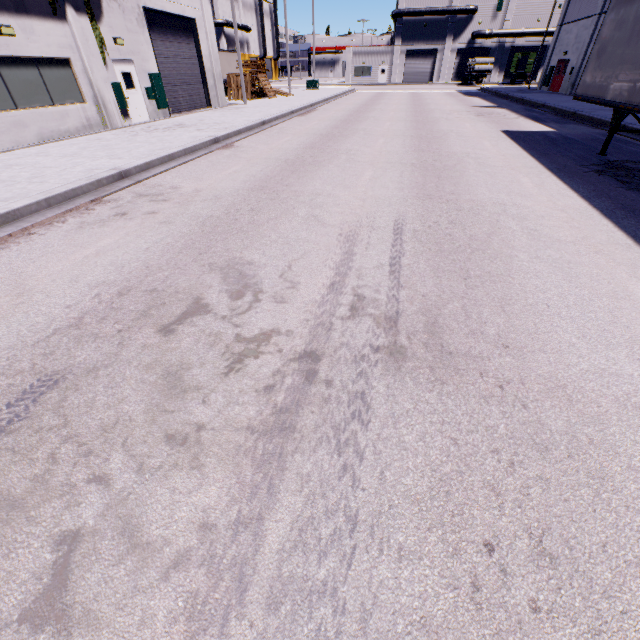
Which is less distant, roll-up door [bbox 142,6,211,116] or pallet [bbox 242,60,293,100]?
roll-up door [bbox 142,6,211,116]

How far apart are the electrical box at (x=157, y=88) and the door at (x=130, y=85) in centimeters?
82cm

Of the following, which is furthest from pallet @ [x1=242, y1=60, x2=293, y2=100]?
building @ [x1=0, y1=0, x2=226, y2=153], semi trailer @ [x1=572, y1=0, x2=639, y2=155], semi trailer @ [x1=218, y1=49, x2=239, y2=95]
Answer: semi trailer @ [x1=572, y1=0, x2=639, y2=155]

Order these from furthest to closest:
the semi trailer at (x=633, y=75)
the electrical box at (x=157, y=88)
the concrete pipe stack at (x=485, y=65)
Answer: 1. the concrete pipe stack at (x=485, y=65)
2. the electrical box at (x=157, y=88)
3. the semi trailer at (x=633, y=75)

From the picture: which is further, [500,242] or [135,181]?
[135,181]

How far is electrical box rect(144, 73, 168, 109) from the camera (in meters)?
16.44

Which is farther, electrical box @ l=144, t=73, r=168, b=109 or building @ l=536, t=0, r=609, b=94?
building @ l=536, t=0, r=609, b=94

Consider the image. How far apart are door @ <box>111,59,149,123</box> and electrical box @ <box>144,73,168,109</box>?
0.8 meters
